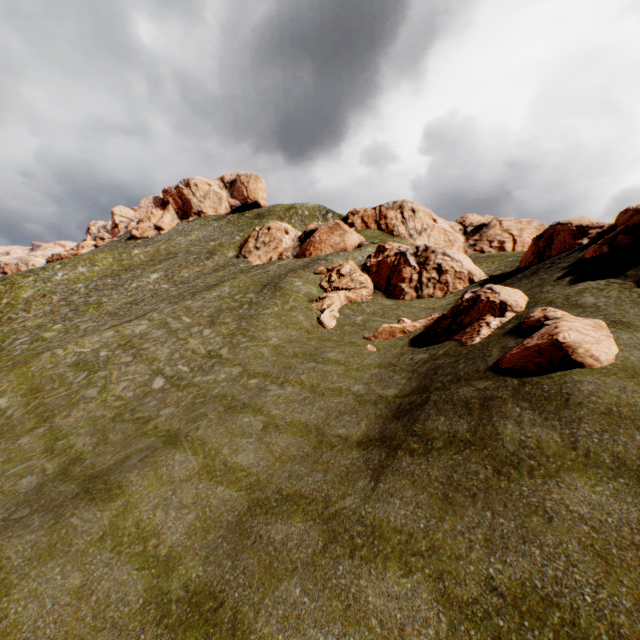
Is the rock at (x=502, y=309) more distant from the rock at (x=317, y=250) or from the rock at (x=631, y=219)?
the rock at (x=317, y=250)

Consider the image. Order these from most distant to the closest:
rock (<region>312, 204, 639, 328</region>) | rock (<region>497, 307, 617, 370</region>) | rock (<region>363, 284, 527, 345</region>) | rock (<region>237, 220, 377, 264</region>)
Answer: rock (<region>237, 220, 377, 264</region>) < rock (<region>312, 204, 639, 328</region>) < rock (<region>363, 284, 527, 345</region>) < rock (<region>497, 307, 617, 370</region>)

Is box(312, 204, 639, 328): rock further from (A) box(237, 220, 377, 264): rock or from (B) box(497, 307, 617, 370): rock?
(A) box(237, 220, 377, 264): rock

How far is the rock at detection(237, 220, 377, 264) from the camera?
43.5m

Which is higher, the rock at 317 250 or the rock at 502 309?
the rock at 317 250

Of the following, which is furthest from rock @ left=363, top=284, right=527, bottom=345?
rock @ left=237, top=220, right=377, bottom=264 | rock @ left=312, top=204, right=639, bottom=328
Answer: rock @ left=237, top=220, right=377, bottom=264

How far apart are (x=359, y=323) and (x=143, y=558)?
20.56m
